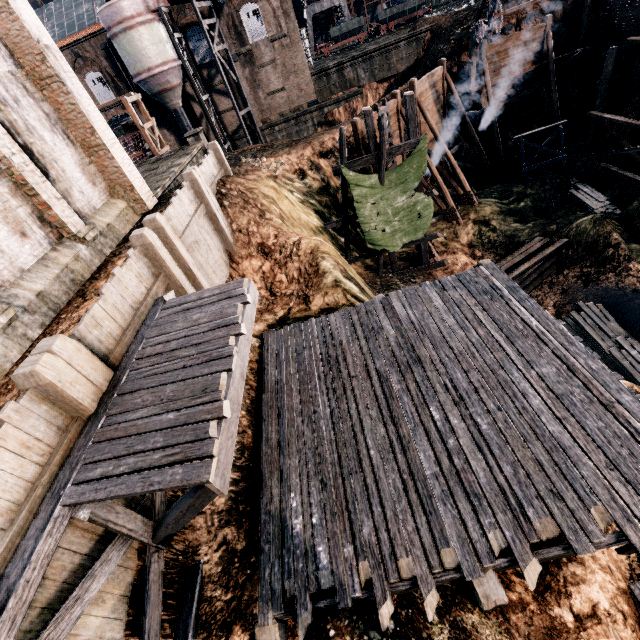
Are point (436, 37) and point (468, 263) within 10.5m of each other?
no

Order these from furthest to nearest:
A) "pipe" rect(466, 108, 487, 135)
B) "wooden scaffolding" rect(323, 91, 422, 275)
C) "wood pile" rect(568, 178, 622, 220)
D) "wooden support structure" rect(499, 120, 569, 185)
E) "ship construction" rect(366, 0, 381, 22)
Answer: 1. "ship construction" rect(366, 0, 381, 22)
2. "pipe" rect(466, 108, 487, 135)
3. "wooden support structure" rect(499, 120, 569, 185)
4. "wood pile" rect(568, 178, 622, 220)
5. "wooden scaffolding" rect(323, 91, 422, 275)

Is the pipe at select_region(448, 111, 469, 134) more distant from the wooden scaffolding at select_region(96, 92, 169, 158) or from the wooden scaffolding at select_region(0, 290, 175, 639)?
the wooden scaffolding at select_region(0, 290, 175, 639)

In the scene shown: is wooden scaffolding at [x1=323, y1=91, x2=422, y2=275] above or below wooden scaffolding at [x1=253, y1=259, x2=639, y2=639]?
above

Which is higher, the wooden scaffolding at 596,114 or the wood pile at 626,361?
the wooden scaffolding at 596,114

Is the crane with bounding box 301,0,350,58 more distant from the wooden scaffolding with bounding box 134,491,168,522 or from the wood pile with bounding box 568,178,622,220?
the wooden scaffolding with bounding box 134,491,168,522

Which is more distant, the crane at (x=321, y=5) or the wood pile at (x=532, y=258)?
the crane at (x=321, y=5)

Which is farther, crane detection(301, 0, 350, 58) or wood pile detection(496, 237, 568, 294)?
crane detection(301, 0, 350, 58)
